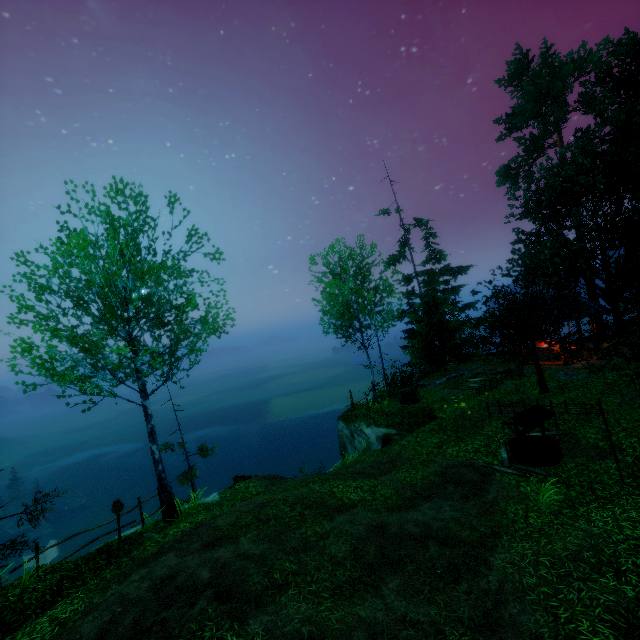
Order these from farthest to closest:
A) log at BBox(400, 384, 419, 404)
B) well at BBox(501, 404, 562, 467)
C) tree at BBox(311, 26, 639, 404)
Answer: log at BBox(400, 384, 419, 404)
tree at BBox(311, 26, 639, 404)
well at BBox(501, 404, 562, 467)

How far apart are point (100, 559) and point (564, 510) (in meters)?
13.23

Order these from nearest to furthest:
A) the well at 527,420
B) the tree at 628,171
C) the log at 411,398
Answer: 1. the well at 527,420
2. the tree at 628,171
3. the log at 411,398

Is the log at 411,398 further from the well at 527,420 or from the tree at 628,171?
the tree at 628,171

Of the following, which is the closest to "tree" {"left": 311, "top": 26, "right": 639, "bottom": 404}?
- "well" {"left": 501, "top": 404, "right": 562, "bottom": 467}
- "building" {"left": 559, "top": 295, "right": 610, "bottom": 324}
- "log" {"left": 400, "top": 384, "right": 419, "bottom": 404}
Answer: "building" {"left": 559, "top": 295, "right": 610, "bottom": 324}

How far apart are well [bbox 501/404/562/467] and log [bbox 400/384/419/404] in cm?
702

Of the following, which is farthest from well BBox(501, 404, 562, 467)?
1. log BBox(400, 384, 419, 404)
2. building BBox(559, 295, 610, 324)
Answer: building BBox(559, 295, 610, 324)

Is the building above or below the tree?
above
